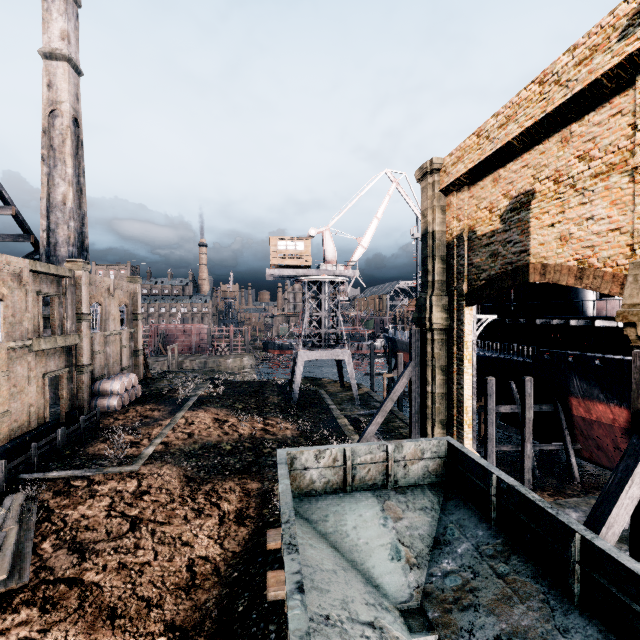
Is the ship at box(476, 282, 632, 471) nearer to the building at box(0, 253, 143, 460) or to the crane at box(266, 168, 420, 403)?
the crane at box(266, 168, 420, 403)

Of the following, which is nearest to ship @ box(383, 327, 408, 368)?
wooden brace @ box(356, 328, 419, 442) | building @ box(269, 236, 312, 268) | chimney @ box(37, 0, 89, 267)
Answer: wooden brace @ box(356, 328, 419, 442)

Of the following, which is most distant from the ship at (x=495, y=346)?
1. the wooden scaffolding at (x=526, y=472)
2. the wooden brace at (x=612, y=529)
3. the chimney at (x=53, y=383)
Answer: the chimney at (x=53, y=383)

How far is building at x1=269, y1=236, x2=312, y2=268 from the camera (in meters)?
35.41

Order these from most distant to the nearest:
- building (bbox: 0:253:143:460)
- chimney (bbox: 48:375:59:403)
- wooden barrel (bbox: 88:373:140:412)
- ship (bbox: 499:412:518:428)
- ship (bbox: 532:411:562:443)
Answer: chimney (bbox: 48:375:59:403) → wooden barrel (bbox: 88:373:140:412) → ship (bbox: 499:412:518:428) → ship (bbox: 532:411:562:443) → building (bbox: 0:253:143:460)

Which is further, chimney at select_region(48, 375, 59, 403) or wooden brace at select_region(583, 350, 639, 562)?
chimney at select_region(48, 375, 59, 403)

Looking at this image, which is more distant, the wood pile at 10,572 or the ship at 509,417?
the ship at 509,417

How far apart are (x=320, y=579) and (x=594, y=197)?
13.35m
